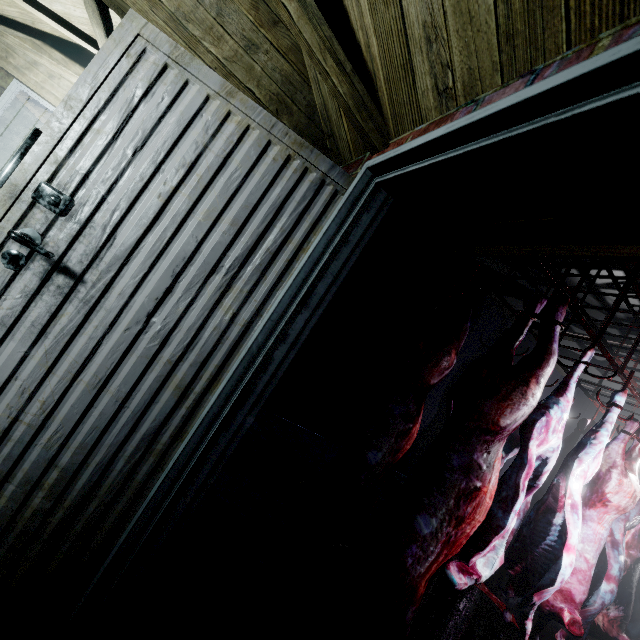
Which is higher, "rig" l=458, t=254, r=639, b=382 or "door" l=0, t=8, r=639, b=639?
"rig" l=458, t=254, r=639, b=382

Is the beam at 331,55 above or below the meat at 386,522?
above

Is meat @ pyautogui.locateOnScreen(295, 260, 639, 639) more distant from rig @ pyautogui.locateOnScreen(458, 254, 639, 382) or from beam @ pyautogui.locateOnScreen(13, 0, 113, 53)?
beam @ pyautogui.locateOnScreen(13, 0, 113, 53)

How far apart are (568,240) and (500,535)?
1.7m

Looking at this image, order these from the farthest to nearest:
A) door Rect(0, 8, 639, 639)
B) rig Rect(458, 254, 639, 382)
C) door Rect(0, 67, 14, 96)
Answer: door Rect(0, 67, 14, 96) < rig Rect(458, 254, 639, 382) < door Rect(0, 8, 639, 639)

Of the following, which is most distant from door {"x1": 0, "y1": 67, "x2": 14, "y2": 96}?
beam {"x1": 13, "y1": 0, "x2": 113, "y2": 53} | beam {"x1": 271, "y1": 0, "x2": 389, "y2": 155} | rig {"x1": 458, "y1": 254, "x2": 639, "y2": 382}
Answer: rig {"x1": 458, "y1": 254, "x2": 639, "y2": 382}

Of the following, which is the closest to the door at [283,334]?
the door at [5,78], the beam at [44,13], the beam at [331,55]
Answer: the beam at [331,55]

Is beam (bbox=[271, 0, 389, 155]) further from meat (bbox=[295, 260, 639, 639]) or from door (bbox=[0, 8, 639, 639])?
meat (bbox=[295, 260, 639, 639])
